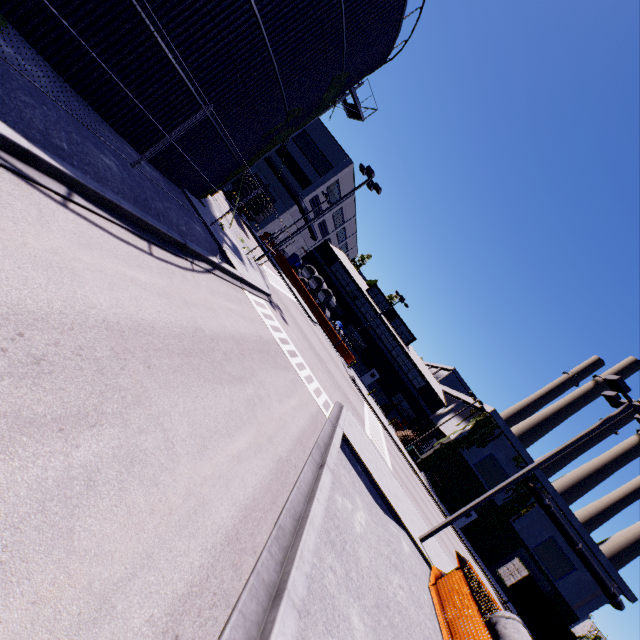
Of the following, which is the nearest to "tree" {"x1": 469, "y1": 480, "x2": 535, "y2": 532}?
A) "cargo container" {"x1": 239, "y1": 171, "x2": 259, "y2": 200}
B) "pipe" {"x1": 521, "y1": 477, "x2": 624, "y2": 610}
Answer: "pipe" {"x1": 521, "y1": 477, "x2": 624, "y2": 610}

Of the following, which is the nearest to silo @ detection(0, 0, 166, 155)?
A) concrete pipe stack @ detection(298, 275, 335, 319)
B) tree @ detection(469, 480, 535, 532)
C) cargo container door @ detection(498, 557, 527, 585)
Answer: concrete pipe stack @ detection(298, 275, 335, 319)

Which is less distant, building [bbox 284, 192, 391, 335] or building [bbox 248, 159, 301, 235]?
building [bbox 248, 159, 301, 235]

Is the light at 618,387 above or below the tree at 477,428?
above

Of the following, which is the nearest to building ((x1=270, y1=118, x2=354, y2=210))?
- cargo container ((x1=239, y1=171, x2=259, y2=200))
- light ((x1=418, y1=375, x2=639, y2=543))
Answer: cargo container ((x1=239, y1=171, x2=259, y2=200))

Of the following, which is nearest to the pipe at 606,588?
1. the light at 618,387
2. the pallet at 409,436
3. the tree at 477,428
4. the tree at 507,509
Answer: the tree at 507,509

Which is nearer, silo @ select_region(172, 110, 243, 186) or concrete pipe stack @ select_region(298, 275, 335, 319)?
silo @ select_region(172, 110, 243, 186)

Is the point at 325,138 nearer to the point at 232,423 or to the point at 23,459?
the point at 232,423
